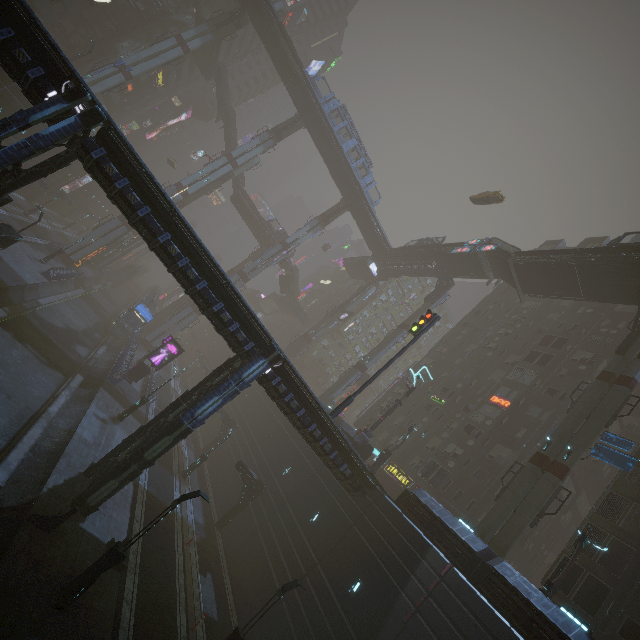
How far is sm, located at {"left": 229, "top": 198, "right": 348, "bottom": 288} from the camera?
53.0m

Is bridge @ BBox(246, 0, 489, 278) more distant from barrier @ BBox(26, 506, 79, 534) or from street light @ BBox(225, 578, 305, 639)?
barrier @ BBox(26, 506, 79, 534)

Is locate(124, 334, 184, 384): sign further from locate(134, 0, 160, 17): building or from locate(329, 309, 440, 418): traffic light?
locate(329, 309, 440, 418): traffic light

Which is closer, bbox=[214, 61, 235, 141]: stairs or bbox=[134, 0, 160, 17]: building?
bbox=[134, 0, 160, 17]: building

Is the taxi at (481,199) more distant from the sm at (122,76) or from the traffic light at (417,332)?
the sm at (122,76)

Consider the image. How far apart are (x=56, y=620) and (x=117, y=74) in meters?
55.8 m

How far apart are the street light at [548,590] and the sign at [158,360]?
32.7 meters

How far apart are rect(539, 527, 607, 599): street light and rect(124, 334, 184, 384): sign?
32.7 meters
